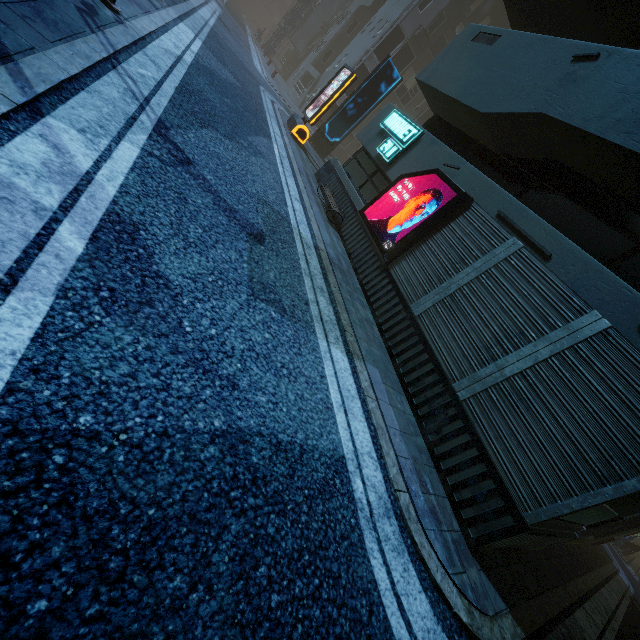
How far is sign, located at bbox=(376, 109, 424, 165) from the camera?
9.02m

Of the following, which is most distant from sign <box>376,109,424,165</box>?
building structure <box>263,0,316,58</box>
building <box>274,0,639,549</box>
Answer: building structure <box>263,0,316,58</box>

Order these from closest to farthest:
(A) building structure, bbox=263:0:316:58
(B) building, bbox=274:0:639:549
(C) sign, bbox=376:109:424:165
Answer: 1. (B) building, bbox=274:0:639:549
2. (C) sign, bbox=376:109:424:165
3. (A) building structure, bbox=263:0:316:58

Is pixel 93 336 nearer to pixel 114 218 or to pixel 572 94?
pixel 114 218

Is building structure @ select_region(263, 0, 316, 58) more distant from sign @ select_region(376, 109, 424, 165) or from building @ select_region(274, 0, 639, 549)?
sign @ select_region(376, 109, 424, 165)

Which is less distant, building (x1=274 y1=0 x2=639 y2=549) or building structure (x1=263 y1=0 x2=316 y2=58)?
building (x1=274 y1=0 x2=639 y2=549)

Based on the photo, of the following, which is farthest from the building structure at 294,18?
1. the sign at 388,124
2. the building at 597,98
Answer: the sign at 388,124

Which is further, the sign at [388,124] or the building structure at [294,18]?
the building structure at [294,18]
